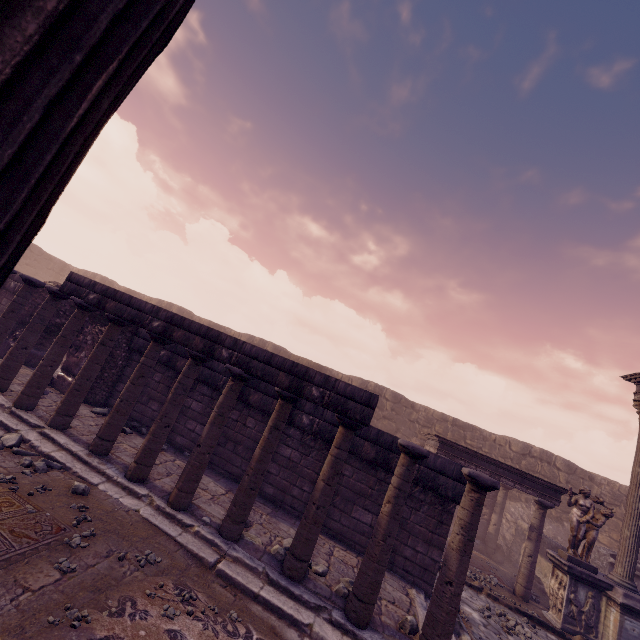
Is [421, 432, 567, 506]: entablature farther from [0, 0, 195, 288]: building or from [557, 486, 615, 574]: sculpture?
[0, 0, 195, 288]: building

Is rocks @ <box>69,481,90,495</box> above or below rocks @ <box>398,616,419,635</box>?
below

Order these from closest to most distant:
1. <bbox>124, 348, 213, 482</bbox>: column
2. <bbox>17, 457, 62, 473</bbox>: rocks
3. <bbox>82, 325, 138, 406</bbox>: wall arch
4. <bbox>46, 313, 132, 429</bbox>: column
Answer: <bbox>17, 457, 62, 473</bbox>: rocks
<bbox>124, 348, 213, 482</bbox>: column
<bbox>46, 313, 132, 429</bbox>: column
<bbox>82, 325, 138, 406</bbox>: wall arch

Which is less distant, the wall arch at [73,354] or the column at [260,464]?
the column at [260,464]

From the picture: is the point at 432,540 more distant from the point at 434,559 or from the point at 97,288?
the point at 97,288

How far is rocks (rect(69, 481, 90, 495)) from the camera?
5.0m

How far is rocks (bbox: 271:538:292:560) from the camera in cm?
533

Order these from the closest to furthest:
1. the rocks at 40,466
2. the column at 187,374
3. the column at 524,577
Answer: the rocks at 40,466 < the column at 187,374 < the column at 524,577
